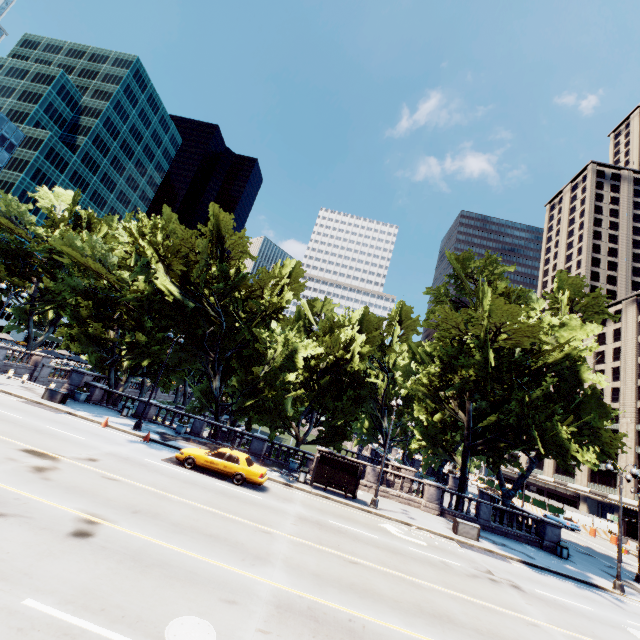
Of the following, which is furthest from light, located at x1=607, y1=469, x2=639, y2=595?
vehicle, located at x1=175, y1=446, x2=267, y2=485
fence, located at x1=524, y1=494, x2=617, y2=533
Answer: vehicle, located at x1=175, y1=446, x2=267, y2=485

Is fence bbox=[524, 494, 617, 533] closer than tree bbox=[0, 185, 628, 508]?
No

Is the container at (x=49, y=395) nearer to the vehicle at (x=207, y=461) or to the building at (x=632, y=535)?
the vehicle at (x=207, y=461)

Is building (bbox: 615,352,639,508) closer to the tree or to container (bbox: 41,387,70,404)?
the tree

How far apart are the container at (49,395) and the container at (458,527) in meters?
29.3 m

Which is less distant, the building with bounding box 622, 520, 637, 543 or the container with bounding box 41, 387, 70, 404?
the container with bounding box 41, 387, 70, 404

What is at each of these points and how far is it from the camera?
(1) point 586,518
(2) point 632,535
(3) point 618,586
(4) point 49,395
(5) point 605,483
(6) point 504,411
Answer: (1) fence, 46.53m
(2) building, 51.75m
(3) light, 19.16m
(4) container, 24.05m
(5) building, 59.59m
(6) tree, 20.84m

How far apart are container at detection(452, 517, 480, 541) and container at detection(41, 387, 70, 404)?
29.30m
